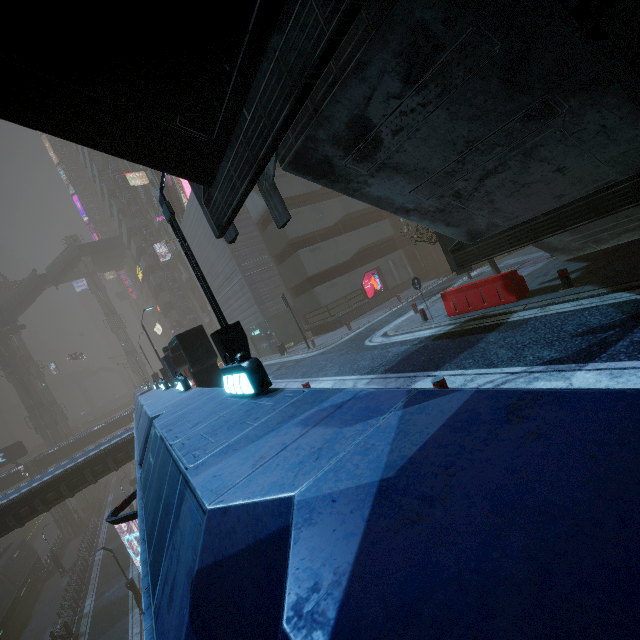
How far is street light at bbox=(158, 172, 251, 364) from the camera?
6.63m

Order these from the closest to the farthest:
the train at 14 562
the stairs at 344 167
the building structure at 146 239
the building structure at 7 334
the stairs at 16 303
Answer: the stairs at 344 167 → the train at 14 562 → the building structure at 146 239 → the building structure at 7 334 → the stairs at 16 303

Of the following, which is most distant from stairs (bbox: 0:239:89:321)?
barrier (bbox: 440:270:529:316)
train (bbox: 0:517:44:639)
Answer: barrier (bbox: 440:270:529:316)

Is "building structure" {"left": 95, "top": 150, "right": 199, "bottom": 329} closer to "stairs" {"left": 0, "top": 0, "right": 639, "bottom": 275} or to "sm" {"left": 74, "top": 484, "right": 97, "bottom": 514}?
"sm" {"left": 74, "top": 484, "right": 97, "bottom": 514}

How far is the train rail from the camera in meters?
45.7

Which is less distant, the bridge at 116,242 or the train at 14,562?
the train at 14,562

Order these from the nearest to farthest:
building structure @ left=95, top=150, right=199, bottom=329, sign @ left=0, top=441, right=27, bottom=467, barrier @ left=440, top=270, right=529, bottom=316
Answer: barrier @ left=440, top=270, right=529, bottom=316, sign @ left=0, top=441, right=27, bottom=467, building structure @ left=95, top=150, right=199, bottom=329

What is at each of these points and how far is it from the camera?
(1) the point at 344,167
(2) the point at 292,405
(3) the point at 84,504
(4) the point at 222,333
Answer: (1) stairs, 6.3 meters
(2) building, 2.7 meters
(3) sm, 50.7 meters
(4) street light, 6.6 meters
